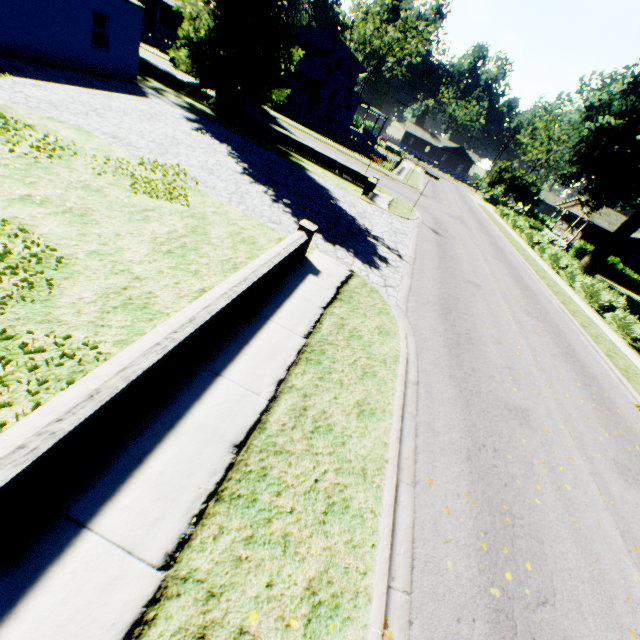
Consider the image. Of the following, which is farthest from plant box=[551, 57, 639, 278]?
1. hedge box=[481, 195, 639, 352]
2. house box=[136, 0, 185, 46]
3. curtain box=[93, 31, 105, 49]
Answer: curtain box=[93, 31, 105, 49]

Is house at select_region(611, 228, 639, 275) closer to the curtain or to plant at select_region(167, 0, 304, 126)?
plant at select_region(167, 0, 304, 126)

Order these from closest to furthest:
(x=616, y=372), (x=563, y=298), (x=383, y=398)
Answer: (x=383, y=398), (x=616, y=372), (x=563, y=298)

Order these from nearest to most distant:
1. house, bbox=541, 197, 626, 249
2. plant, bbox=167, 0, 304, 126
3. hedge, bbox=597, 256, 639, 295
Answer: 1. plant, bbox=167, 0, 304, 126
2. hedge, bbox=597, 256, 639, 295
3. house, bbox=541, 197, 626, 249

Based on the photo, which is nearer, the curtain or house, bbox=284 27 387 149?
the curtain

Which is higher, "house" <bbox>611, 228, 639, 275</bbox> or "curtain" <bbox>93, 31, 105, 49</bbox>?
"house" <bbox>611, 228, 639, 275</bbox>

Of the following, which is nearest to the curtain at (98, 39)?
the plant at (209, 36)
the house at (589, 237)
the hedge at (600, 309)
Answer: the plant at (209, 36)

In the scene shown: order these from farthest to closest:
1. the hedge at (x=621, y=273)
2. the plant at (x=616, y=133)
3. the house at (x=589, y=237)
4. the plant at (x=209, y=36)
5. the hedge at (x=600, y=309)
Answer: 1. the house at (x=589, y=237)
2. the hedge at (x=621, y=273)
3. the plant at (x=616, y=133)
4. the hedge at (x=600, y=309)
5. the plant at (x=209, y=36)
